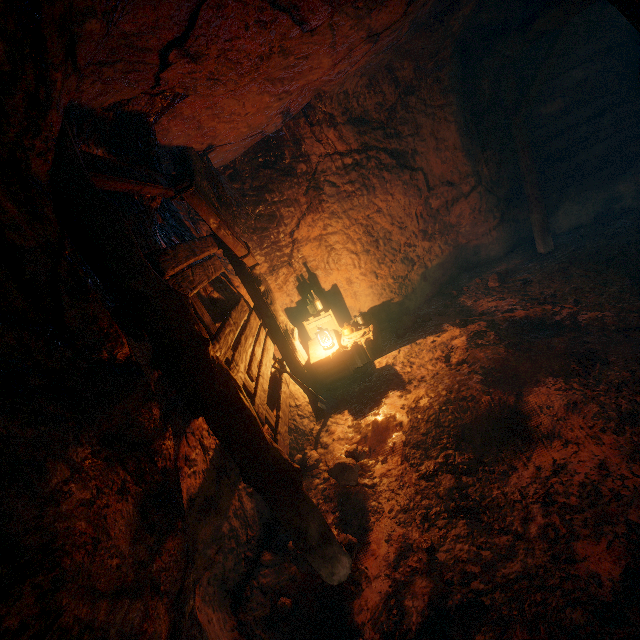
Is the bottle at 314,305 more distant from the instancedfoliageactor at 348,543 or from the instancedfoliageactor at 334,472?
the instancedfoliageactor at 348,543

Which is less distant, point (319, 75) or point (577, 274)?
point (319, 75)

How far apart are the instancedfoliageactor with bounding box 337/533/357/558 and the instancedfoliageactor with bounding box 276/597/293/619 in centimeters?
68cm

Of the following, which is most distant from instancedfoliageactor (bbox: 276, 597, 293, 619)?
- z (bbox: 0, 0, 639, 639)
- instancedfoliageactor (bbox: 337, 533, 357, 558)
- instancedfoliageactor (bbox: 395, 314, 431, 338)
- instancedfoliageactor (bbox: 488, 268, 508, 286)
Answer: instancedfoliageactor (bbox: 488, 268, 508, 286)

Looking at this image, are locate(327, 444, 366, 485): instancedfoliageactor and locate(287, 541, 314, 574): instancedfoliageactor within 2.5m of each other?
yes

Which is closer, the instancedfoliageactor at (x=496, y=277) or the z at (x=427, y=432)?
the z at (x=427, y=432)

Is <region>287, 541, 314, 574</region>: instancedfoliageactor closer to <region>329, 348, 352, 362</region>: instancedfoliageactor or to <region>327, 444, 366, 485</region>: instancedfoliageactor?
<region>327, 444, 366, 485</region>: instancedfoliageactor

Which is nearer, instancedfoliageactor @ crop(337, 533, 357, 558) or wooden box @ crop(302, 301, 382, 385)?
instancedfoliageactor @ crop(337, 533, 357, 558)
